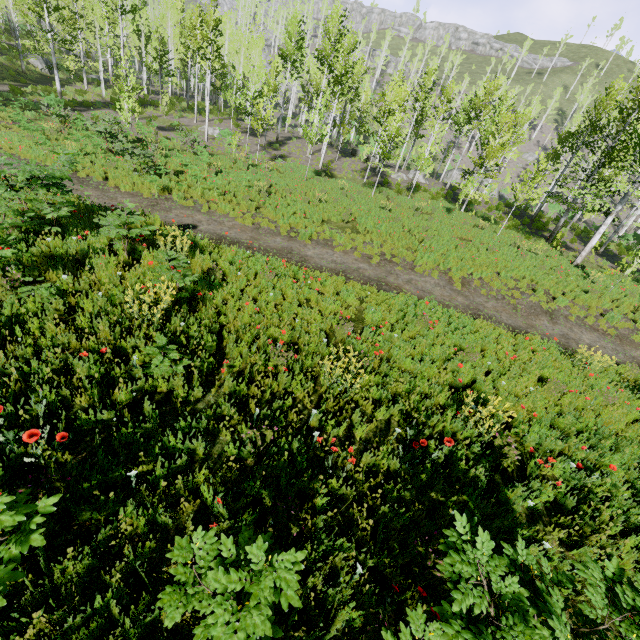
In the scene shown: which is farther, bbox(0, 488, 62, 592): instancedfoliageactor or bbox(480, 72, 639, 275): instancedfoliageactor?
bbox(480, 72, 639, 275): instancedfoliageactor

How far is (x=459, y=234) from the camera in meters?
18.3 m

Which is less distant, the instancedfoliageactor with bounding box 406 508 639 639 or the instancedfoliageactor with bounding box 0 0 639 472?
the instancedfoliageactor with bounding box 406 508 639 639

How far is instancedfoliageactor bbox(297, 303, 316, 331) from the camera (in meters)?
6.52

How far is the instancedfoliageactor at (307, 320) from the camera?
6.52m

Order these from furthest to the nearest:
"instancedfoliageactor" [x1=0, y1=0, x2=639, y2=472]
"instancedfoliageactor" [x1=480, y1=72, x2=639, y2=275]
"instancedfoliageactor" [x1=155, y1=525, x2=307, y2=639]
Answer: "instancedfoliageactor" [x1=480, y1=72, x2=639, y2=275] < "instancedfoliageactor" [x1=0, y1=0, x2=639, y2=472] < "instancedfoliageactor" [x1=155, y1=525, x2=307, y2=639]

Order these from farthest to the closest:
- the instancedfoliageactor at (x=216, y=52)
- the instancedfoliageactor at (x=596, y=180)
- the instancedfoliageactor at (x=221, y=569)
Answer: the instancedfoliageactor at (x=596, y=180)
the instancedfoliageactor at (x=216, y=52)
the instancedfoliageactor at (x=221, y=569)
